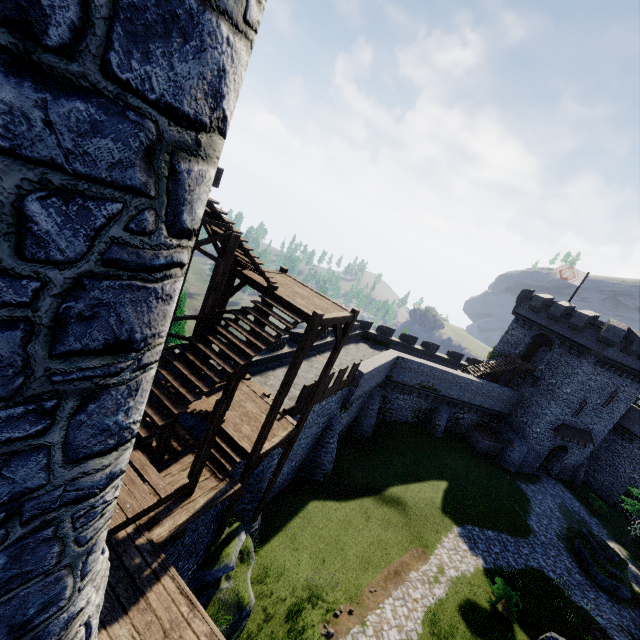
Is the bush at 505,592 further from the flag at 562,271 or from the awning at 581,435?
the flag at 562,271

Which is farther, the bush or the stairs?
the bush

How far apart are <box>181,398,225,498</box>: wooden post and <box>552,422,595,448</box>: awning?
35.70m

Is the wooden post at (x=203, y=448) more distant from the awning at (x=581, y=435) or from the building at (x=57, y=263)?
the awning at (x=581, y=435)

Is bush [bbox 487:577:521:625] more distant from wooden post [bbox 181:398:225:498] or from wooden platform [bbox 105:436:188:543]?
wooden platform [bbox 105:436:188:543]

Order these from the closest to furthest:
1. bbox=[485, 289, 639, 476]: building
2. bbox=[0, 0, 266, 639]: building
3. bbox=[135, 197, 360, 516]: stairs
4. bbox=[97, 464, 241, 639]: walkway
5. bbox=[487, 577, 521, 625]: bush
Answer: bbox=[0, 0, 266, 639]: building → bbox=[97, 464, 241, 639]: walkway → bbox=[135, 197, 360, 516]: stairs → bbox=[487, 577, 521, 625]: bush → bbox=[485, 289, 639, 476]: building

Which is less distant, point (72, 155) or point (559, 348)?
point (72, 155)

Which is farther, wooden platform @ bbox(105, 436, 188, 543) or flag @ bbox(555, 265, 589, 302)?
flag @ bbox(555, 265, 589, 302)
